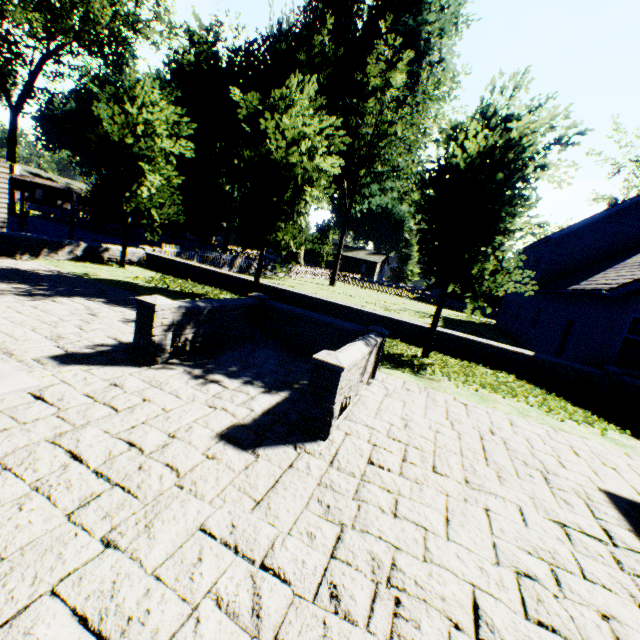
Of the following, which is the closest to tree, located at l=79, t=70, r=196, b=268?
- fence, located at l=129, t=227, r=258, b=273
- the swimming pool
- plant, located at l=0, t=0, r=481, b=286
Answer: fence, located at l=129, t=227, r=258, b=273

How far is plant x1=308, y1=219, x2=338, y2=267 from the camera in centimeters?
4316cm

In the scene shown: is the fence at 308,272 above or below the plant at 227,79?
below

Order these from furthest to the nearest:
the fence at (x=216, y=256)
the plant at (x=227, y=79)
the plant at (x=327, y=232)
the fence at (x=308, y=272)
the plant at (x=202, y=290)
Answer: the plant at (x=327, y=232) < the fence at (x=308, y=272) < the plant at (x=227, y=79) < the fence at (x=216, y=256) < the plant at (x=202, y=290)

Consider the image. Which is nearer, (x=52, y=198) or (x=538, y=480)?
(x=538, y=480)

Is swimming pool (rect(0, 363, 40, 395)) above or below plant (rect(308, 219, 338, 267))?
below

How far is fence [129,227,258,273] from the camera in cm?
1900

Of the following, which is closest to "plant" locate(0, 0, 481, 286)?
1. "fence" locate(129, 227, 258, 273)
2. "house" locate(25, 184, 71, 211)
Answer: "fence" locate(129, 227, 258, 273)
